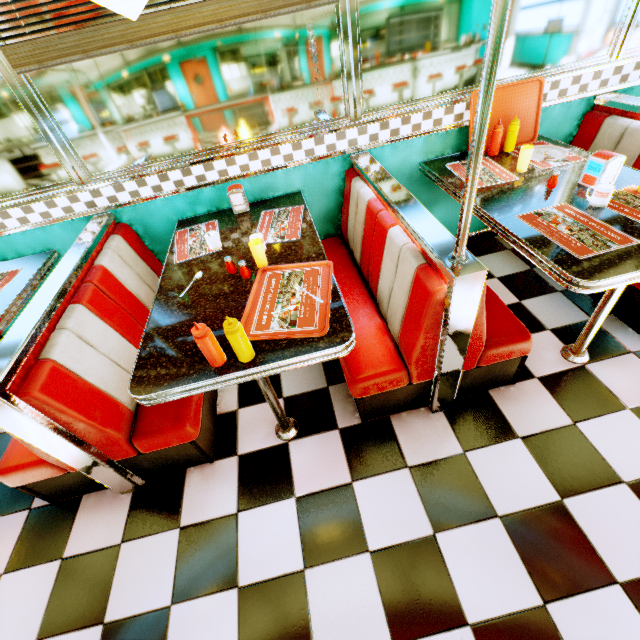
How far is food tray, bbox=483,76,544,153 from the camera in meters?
2.3 m

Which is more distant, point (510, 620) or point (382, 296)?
point (382, 296)

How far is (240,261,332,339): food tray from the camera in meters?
1.4

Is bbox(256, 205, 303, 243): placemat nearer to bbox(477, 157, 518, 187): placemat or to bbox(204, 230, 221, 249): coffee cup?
bbox(204, 230, 221, 249): coffee cup

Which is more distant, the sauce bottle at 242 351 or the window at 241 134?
the window at 241 134

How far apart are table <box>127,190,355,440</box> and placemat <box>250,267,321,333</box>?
0.0 meters

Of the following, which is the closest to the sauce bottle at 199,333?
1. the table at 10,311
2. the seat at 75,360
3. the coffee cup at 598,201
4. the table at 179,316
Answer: the table at 179,316

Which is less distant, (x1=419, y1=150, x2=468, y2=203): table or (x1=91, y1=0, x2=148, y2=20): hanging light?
(x1=91, y1=0, x2=148, y2=20): hanging light
